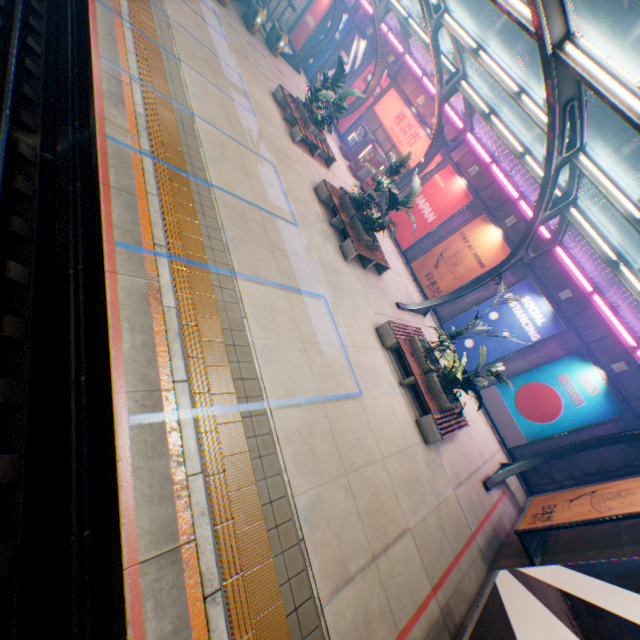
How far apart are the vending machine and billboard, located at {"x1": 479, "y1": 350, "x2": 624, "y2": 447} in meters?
14.1

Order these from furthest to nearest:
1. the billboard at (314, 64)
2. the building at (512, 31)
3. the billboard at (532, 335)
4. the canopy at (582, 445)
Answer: the building at (512, 31)
the billboard at (314, 64)
the billboard at (532, 335)
the canopy at (582, 445)

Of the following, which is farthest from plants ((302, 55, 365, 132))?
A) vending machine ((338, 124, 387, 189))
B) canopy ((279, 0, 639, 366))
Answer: vending machine ((338, 124, 387, 189))

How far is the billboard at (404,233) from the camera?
16.7m

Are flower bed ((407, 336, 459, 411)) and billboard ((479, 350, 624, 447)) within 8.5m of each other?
yes

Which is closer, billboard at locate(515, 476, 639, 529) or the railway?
the railway

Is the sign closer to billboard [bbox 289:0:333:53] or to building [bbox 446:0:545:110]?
billboard [bbox 289:0:333:53]

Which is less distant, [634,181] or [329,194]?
[329,194]
